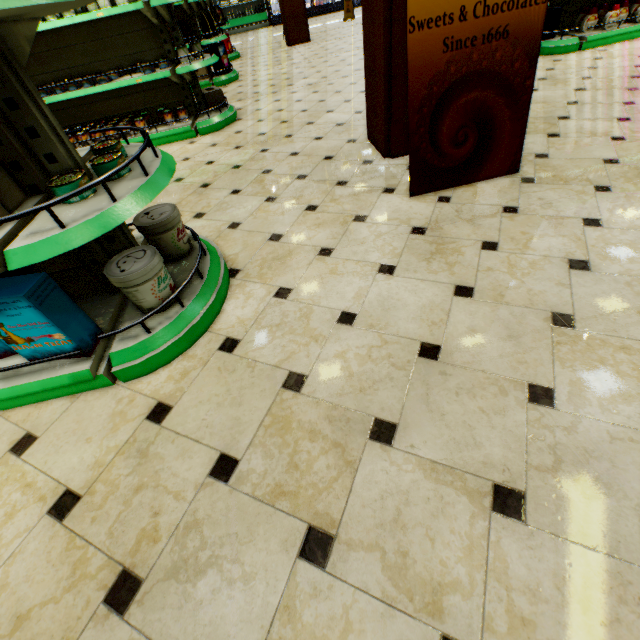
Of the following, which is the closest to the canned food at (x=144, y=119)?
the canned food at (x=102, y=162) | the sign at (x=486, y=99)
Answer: the canned food at (x=102, y=162)

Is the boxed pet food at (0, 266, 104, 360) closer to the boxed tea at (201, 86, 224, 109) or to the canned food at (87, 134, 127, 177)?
the canned food at (87, 134, 127, 177)

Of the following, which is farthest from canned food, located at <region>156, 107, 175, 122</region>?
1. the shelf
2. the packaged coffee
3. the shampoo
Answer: the shampoo

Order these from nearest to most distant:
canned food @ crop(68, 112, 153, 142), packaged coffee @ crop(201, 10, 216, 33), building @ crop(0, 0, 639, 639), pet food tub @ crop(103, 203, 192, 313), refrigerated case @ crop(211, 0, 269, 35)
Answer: building @ crop(0, 0, 639, 639) < pet food tub @ crop(103, 203, 192, 313) < canned food @ crop(68, 112, 153, 142) < packaged coffee @ crop(201, 10, 216, 33) < refrigerated case @ crop(211, 0, 269, 35)

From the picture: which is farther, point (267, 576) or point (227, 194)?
point (227, 194)

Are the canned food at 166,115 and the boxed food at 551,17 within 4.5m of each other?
no

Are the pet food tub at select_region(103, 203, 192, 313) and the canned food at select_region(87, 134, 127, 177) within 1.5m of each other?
yes

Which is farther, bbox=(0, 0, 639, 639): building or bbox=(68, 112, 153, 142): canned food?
bbox=(68, 112, 153, 142): canned food
